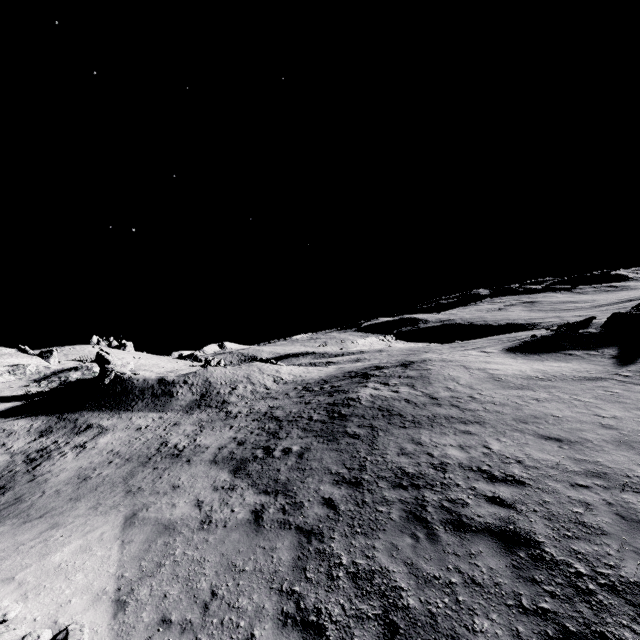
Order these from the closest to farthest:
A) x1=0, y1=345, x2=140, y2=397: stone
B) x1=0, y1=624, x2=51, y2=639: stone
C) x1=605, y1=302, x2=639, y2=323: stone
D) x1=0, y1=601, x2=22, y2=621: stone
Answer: x1=0, y1=624, x2=51, y2=639: stone
x1=0, y1=601, x2=22, y2=621: stone
x1=605, y1=302, x2=639, y2=323: stone
x1=0, y1=345, x2=140, y2=397: stone

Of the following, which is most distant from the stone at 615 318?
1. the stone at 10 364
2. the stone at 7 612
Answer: the stone at 10 364

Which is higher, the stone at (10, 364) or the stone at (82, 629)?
the stone at (10, 364)

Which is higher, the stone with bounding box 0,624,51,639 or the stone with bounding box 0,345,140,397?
the stone with bounding box 0,345,140,397

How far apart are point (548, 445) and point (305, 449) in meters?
8.0 m

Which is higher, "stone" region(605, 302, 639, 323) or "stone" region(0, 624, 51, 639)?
"stone" region(605, 302, 639, 323)

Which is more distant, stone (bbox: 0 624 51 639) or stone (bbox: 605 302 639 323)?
stone (bbox: 605 302 639 323)

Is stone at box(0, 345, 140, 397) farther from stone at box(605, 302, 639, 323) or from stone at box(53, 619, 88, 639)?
stone at box(605, 302, 639, 323)
